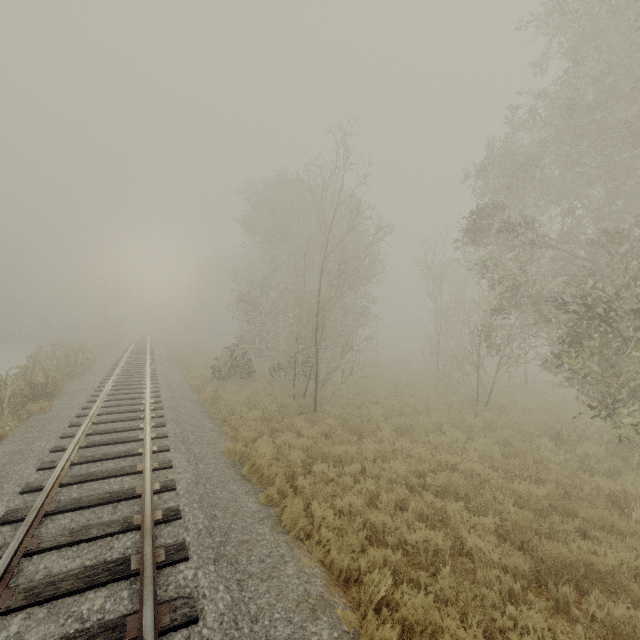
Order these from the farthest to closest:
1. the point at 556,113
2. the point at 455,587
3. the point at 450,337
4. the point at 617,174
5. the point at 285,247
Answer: the point at 285,247 < the point at 450,337 < the point at 556,113 < the point at 617,174 < the point at 455,587

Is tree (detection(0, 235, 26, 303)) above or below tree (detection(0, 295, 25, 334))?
above

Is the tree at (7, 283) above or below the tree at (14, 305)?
above

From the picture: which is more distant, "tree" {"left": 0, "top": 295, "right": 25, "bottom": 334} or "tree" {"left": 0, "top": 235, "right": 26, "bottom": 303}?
"tree" {"left": 0, "top": 295, "right": 25, "bottom": 334}

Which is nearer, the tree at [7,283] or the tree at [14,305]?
the tree at [7,283]
